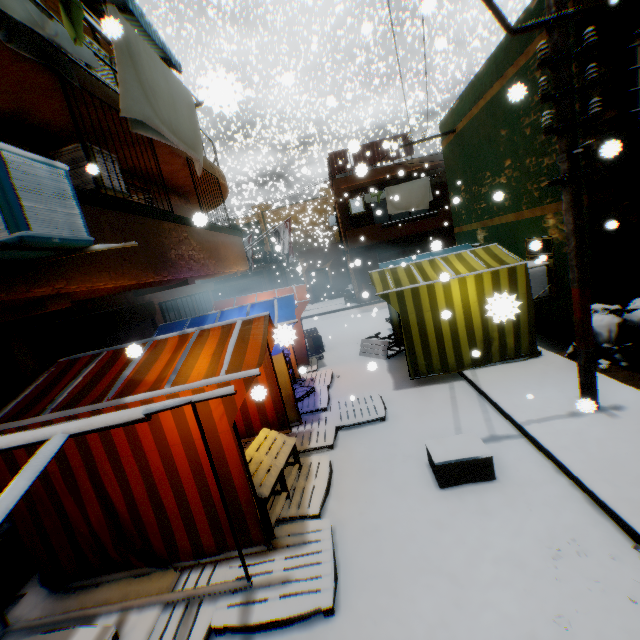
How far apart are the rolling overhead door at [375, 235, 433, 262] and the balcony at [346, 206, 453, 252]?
0.02m

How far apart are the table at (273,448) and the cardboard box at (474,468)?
1.26m

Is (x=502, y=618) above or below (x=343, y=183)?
below

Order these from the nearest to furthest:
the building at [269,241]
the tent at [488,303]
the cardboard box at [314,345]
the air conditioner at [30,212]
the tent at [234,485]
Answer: the air conditioner at [30,212], the tent at [234,485], the tent at [488,303], the cardboard box at [314,345], the building at [269,241]

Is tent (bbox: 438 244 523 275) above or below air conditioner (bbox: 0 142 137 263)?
below

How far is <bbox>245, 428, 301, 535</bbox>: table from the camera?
3.91m

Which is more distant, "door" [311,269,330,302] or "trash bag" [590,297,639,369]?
"door" [311,269,330,302]

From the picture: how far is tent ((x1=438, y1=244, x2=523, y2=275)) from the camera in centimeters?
692cm
